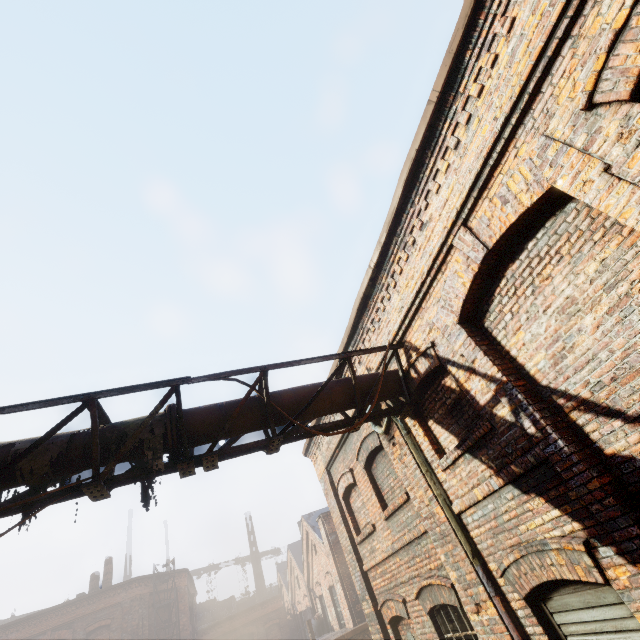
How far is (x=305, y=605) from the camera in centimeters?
2378cm

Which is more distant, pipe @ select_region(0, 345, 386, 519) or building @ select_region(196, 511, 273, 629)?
building @ select_region(196, 511, 273, 629)

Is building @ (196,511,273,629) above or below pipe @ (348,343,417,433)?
above

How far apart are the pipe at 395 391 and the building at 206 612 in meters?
43.2

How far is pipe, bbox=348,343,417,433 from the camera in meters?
5.3

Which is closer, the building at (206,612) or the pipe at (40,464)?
the pipe at (40,464)

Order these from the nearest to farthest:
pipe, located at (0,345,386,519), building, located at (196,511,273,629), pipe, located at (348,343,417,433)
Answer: pipe, located at (0,345,386,519)
pipe, located at (348,343,417,433)
building, located at (196,511,273,629)
